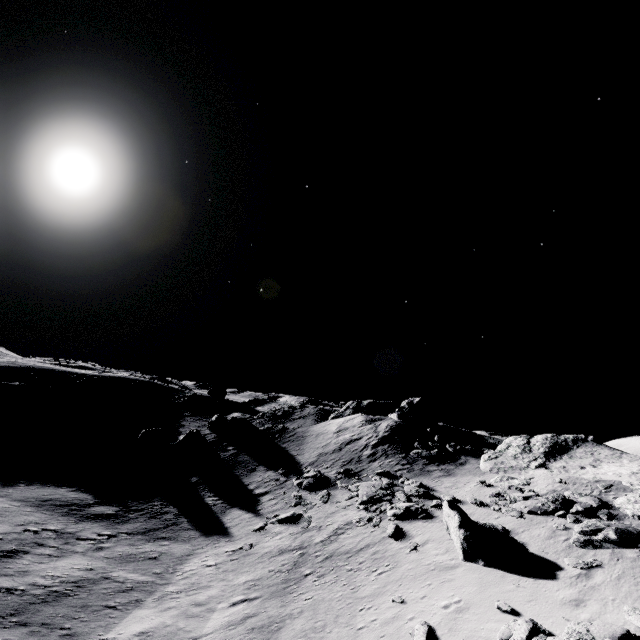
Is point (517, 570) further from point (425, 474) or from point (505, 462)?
point (505, 462)

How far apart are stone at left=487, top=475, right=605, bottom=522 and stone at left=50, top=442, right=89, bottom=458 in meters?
36.9 m

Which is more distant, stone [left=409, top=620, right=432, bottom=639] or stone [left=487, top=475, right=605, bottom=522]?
stone [left=487, top=475, right=605, bottom=522]

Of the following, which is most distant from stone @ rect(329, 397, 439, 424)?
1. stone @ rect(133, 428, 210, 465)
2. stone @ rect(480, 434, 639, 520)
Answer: stone @ rect(133, 428, 210, 465)

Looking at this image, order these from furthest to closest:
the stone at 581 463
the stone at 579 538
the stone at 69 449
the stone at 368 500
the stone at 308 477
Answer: the stone at 69 449, the stone at 308 477, the stone at 368 500, the stone at 581 463, the stone at 579 538

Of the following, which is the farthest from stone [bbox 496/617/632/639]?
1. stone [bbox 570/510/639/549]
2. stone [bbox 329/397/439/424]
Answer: stone [bbox 329/397/439/424]

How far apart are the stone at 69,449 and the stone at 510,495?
36.9m

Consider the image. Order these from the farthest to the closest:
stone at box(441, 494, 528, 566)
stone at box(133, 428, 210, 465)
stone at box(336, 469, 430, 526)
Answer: stone at box(133, 428, 210, 465)
stone at box(336, 469, 430, 526)
stone at box(441, 494, 528, 566)
